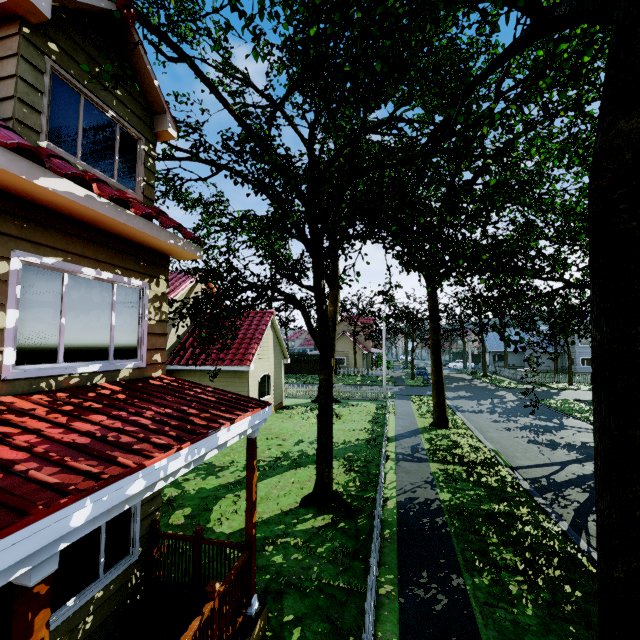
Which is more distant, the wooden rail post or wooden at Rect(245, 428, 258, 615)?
wooden at Rect(245, 428, 258, 615)

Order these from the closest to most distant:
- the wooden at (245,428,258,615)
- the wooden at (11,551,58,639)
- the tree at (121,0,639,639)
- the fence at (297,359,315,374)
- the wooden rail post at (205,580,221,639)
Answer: the wooden at (11,551,58,639), the tree at (121,0,639,639), the wooden rail post at (205,580,221,639), the wooden at (245,428,258,615), the fence at (297,359,315,374)

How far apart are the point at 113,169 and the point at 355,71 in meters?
5.5

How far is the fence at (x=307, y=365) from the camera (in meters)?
47.16

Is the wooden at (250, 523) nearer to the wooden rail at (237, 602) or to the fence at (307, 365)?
the wooden rail at (237, 602)

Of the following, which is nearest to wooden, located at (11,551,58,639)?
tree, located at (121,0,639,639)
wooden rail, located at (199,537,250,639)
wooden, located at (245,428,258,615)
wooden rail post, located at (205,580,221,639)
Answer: wooden rail, located at (199,537,250,639)

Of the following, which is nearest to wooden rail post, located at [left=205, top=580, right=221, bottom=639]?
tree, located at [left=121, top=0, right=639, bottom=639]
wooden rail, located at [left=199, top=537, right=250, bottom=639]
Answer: wooden rail, located at [left=199, top=537, right=250, bottom=639]

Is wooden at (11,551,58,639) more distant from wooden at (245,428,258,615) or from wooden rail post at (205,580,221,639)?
wooden at (245,428,258,615)
